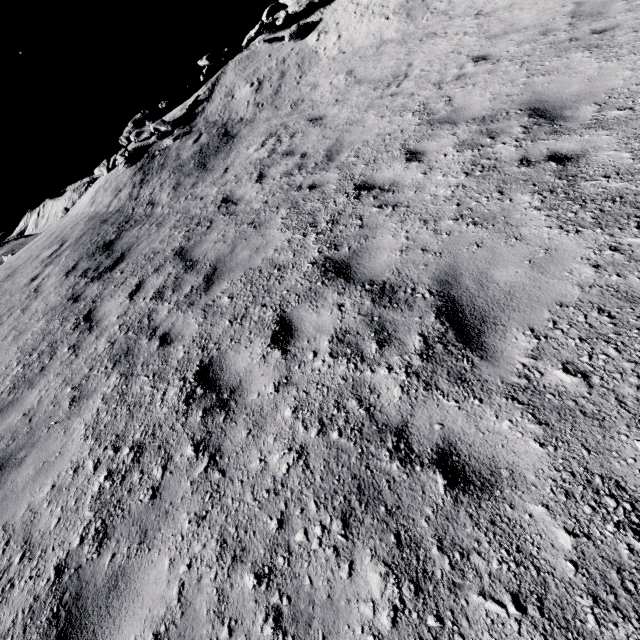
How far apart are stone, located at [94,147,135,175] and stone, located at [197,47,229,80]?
6.5 meters

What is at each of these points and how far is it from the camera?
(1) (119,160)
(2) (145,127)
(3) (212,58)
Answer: (1) stone, 14.5 meters
(2) stone, 15.1 meters
(3) stone, 17.1 meters

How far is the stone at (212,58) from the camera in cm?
1705

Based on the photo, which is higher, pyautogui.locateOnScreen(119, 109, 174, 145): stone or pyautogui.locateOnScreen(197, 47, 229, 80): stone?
pyautogui.locateOnScreen(197, 47, 229, 80): stone

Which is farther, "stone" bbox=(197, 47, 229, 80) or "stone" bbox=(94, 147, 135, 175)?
"stone" bbox=(197, 47, 229, 80)

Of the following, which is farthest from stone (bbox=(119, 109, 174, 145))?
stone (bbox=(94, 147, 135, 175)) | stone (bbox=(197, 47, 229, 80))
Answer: stone (bbox=(197, 47, 229, 80))

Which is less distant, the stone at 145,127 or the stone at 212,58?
the stone at 145,127
